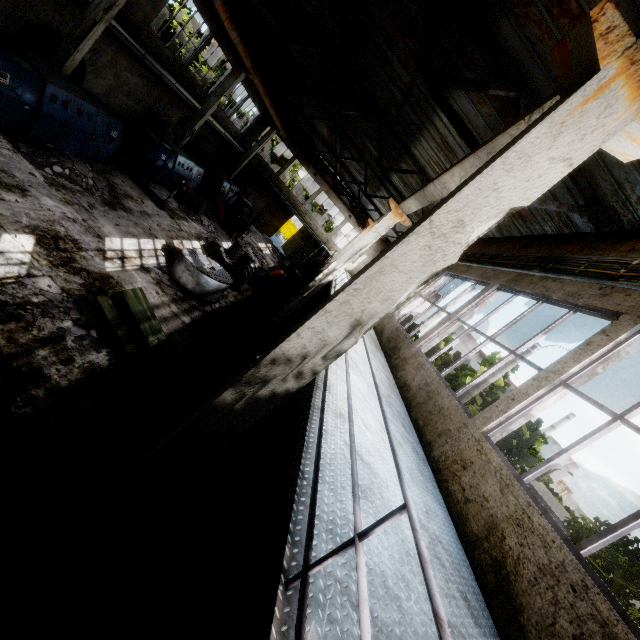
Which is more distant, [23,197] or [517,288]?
[23,197]

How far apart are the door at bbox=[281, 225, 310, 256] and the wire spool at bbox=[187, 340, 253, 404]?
26.5m

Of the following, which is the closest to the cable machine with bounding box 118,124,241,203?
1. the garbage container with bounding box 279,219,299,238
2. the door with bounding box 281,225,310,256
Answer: the door with bounding box 281,225,310,256

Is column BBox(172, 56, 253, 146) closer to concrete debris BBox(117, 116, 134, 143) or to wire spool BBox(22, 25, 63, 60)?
concrete debris BBox(117, 116, 134, 143)

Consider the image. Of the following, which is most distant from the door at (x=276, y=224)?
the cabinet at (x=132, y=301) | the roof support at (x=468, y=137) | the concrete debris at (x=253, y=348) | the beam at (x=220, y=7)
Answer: the roof support at (x=468, y=137)

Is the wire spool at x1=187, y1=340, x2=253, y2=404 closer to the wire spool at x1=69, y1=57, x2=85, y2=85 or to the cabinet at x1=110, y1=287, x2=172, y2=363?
the cabinet at x1=110, y1=287, x2=172, y2=363

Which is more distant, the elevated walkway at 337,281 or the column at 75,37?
the column at 75,37

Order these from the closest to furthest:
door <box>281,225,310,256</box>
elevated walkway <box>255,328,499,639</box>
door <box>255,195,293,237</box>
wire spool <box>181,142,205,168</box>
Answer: elevated walkway <box>255,328,499,639</box>, wire spool <box>181,142,205,168</box>, door <box>255,195,293,237</box>, door <box>281,225,310,256</box>
